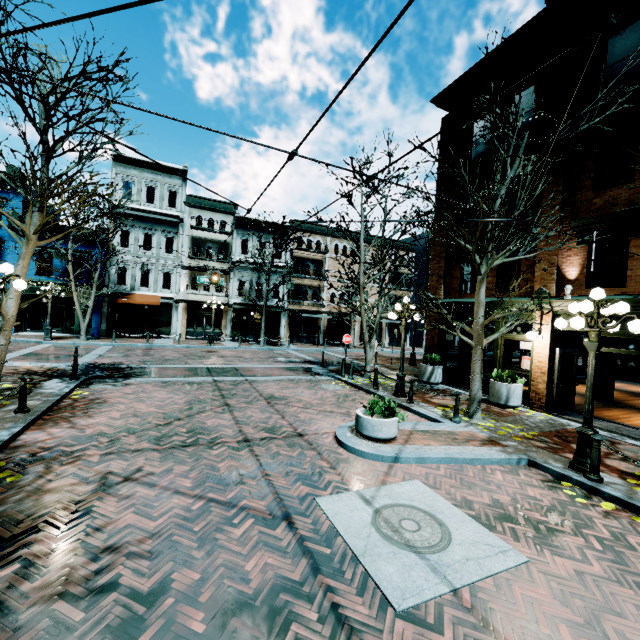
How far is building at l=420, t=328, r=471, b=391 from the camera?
13.9m

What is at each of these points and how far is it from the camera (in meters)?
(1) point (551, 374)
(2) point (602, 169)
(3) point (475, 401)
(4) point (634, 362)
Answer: (1) building, 10.91
(2) building, 9.95
(3) tree, 9.56
(4) building, 21.09

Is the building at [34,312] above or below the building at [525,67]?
below

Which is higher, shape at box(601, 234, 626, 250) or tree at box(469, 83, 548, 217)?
shape at box(601, 234, 626, 250)

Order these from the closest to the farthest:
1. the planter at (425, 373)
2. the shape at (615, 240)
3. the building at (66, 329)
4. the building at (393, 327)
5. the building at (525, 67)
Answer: the building at (525, 67)
the shape at (615, 240)
the planter at (425, 373)
the building at (66, 329)
the building at (393, 327)

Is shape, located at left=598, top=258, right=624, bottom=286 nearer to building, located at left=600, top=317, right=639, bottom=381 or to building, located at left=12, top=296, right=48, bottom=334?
building, located at left=600, top=317, right=639, bottom=381

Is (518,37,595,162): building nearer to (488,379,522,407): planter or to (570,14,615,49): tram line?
(488,379,522,407): planter

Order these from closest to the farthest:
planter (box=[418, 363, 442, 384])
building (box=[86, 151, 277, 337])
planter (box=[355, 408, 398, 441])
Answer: planter (box=[355, 408, 398, 441]), planter (box=[418, 363, 442, 384]), building (box=[86, 151, 277, 337])
